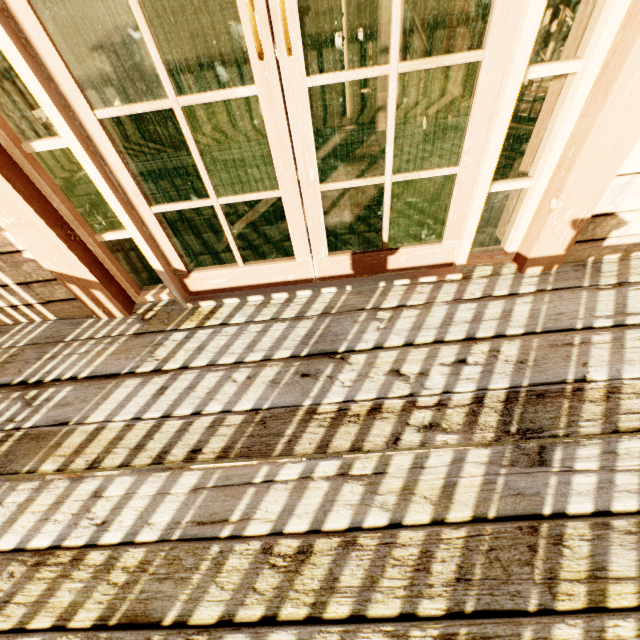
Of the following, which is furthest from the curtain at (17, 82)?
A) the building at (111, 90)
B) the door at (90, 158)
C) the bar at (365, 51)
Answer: the door at (90, 158)

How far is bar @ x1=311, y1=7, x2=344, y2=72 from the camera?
7.5m

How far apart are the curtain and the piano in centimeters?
974cm

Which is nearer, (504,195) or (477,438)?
(477,438)

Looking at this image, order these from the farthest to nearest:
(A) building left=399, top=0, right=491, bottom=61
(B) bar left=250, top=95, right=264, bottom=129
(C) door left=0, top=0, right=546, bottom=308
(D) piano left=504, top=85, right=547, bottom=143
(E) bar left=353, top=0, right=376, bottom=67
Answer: (B) bar left=250, top=95, right=264, bottom=129 < (E) bar left=353, top=0, right=376, bottom=67 < (D) piano left=504, top=85, right=547, bottom=143 < (A) building left=399, top=0, right=491, bottom=61 < (C) door left=0, top=0, right=546, bottom=308

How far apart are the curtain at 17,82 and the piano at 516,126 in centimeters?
974cm

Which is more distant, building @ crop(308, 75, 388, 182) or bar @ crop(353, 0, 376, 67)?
bar @ crop(353, 0, 376, 67)

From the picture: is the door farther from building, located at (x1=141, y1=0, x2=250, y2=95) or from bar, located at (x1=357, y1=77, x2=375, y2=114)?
bar, located at (x1=357, y1=77, x2=375, y2=114)
